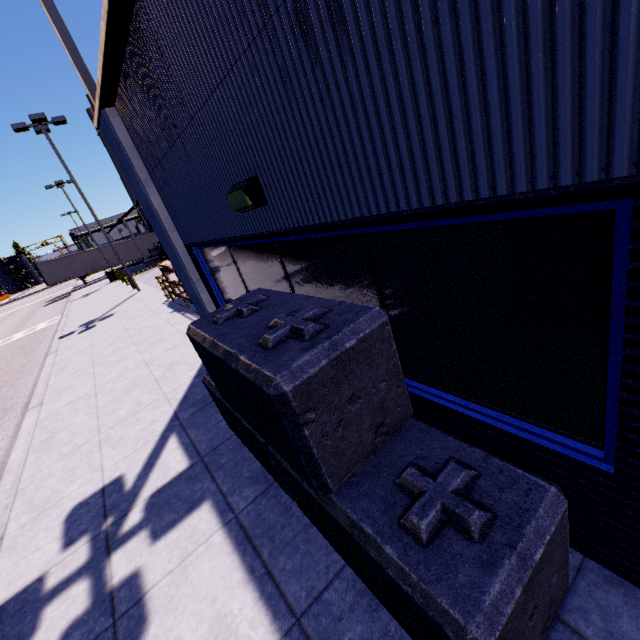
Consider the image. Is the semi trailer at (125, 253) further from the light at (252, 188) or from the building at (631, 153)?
the light at (252, 188)

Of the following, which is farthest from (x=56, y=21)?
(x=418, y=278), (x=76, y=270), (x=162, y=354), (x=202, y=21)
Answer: (x=76, y=270)

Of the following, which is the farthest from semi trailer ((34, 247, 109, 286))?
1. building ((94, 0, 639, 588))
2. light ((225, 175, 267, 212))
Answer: light ((225, 175, 267, 212))

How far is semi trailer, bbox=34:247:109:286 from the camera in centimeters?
3656cm

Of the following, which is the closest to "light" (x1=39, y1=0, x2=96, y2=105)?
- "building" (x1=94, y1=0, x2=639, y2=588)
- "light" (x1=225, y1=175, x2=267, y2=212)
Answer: "building" (x1=94, y1=0, x2=639, y2=588)

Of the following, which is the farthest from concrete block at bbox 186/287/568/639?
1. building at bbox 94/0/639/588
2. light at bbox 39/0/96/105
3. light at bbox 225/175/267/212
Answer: light at bbox 39/0/96/105

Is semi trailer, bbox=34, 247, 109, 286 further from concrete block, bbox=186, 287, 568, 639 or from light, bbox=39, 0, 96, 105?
light, bbox=39, 0, 96, 105

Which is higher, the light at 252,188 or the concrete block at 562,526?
the light at 252,188
